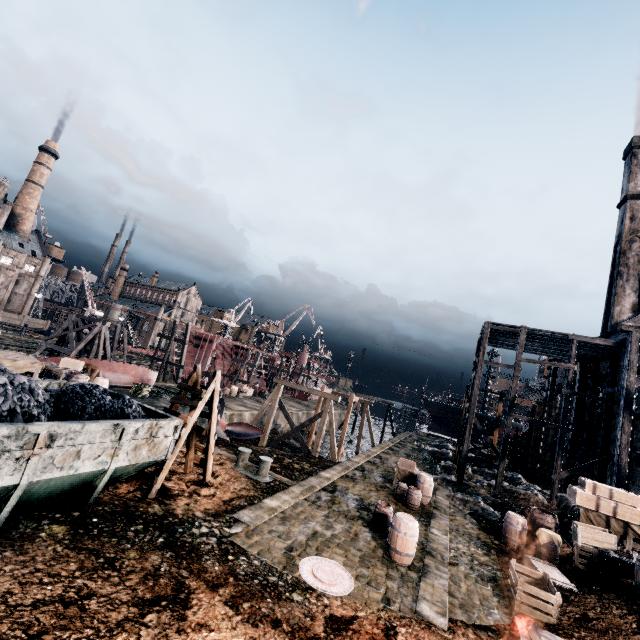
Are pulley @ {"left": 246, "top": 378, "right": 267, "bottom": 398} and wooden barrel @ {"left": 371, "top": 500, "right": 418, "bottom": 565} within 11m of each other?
no

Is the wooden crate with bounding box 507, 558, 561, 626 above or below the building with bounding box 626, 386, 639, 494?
below

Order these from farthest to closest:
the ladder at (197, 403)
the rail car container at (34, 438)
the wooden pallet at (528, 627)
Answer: the ladder at (197, 403), the wooden pallet at (528, 627), the rail car container at (34, 438)

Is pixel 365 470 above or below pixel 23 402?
below

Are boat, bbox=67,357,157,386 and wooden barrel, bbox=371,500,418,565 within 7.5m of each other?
no

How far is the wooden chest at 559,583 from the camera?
11.1m

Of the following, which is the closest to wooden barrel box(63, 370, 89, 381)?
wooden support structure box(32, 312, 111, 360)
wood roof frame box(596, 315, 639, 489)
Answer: wooden support structure box(32, 312, 111, 360)

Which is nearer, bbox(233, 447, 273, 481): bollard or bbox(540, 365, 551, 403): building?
bbox(233, 447, 273, 481): bollard
